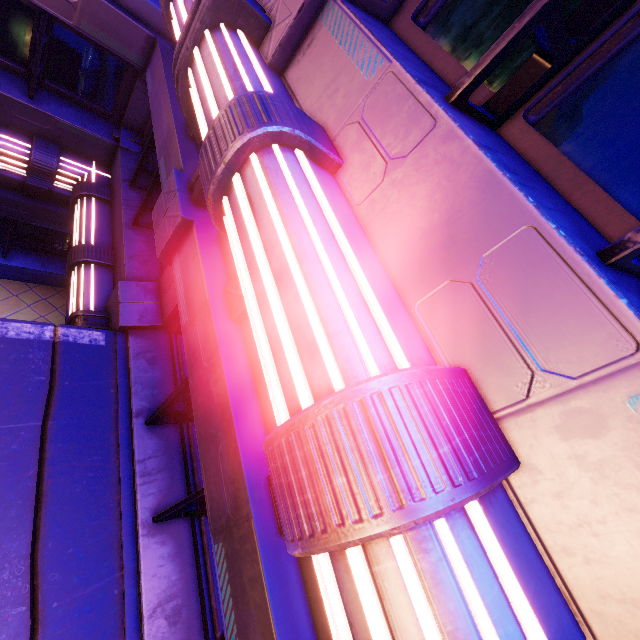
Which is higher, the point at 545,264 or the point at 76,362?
the point at 545,264
